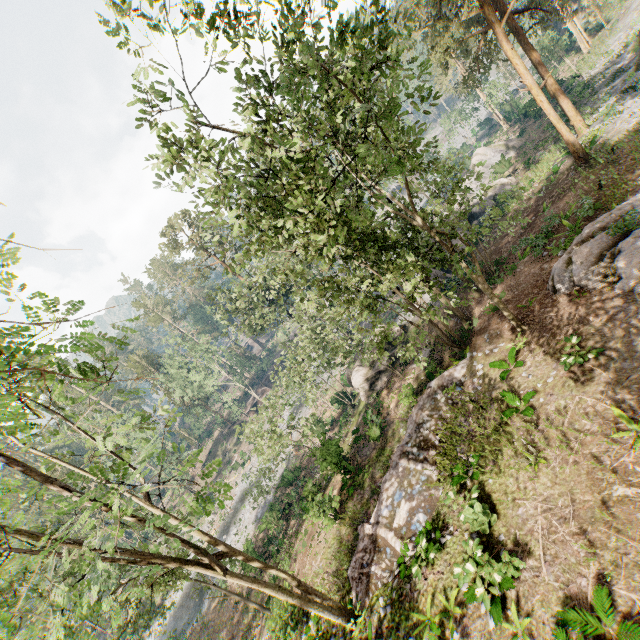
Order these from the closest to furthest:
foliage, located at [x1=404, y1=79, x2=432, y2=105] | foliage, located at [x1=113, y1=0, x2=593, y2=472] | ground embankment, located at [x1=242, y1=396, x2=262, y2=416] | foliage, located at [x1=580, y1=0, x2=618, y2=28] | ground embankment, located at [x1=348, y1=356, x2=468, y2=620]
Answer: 1. foliage, located at [x1=113, y1=0, x2=593, y2=472]
2. foliage, located at [x1=404, y1=79, x2=432, y2=105]
3. ground embankment, located at [x1=348, y1=356, x2=468, y2=620]
4. foliage, located at [x1=580, y1=0, x2=618, y2=28]
5. ground embankment, located at [x1=242, y1=396, x2=262, y2=416]

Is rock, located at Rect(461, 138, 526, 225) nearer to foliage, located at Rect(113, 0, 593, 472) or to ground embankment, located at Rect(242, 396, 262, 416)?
foliage, located at Rect(113, 0, 593, 472)

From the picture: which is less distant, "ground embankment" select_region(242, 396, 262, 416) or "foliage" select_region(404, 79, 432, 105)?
"foliage" select_region(404, 79, 432, 105)

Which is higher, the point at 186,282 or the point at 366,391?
the point at 186,282

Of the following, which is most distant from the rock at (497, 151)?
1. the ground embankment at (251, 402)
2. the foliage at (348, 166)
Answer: the ground embankment at (251, 402)

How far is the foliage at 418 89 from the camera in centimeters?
1065cm

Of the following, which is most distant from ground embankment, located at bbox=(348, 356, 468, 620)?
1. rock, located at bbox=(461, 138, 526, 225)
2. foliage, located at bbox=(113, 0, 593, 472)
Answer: rock, located at bbox=(461, 138, 526, 225)

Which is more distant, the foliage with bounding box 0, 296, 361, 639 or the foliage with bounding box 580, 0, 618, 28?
the foliage with bounding box 580, 0, 618, 28
